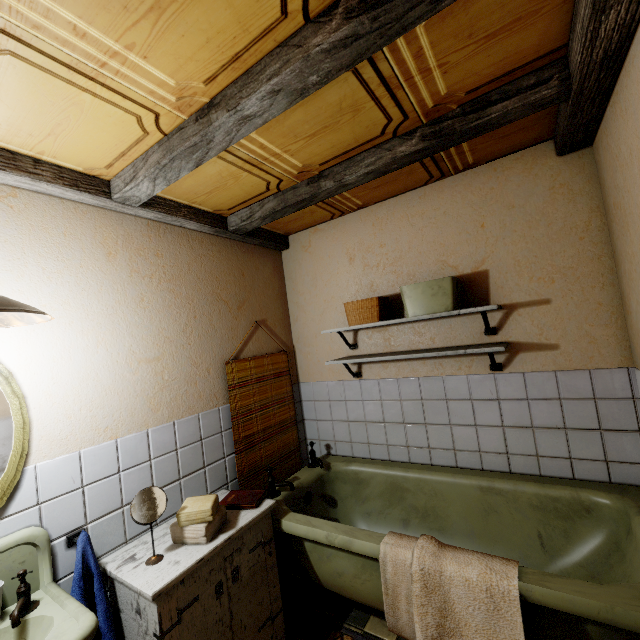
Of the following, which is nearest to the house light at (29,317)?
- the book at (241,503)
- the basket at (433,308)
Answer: the book at (241,503)

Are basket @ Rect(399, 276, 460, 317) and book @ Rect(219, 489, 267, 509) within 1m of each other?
no

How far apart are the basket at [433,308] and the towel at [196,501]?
1.69m

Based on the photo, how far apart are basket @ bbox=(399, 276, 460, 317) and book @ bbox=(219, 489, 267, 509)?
1.6m

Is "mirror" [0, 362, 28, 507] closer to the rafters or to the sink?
the sink

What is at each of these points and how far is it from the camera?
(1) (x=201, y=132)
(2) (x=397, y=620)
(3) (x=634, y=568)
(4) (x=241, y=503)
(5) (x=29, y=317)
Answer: (1) rafters, 1.4m
(2) towel, 1.5m
(3) bathtub, 1.5m
(4) book, 2.0m
(5) house light, 1.4m

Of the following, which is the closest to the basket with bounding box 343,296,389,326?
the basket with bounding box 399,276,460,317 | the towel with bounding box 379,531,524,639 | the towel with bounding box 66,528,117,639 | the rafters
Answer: the basket with bounding box 399,276,460,317

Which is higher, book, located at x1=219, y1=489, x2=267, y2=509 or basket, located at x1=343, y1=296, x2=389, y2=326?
basket, located at x1=343, y1=296, x2=389, y2=326
